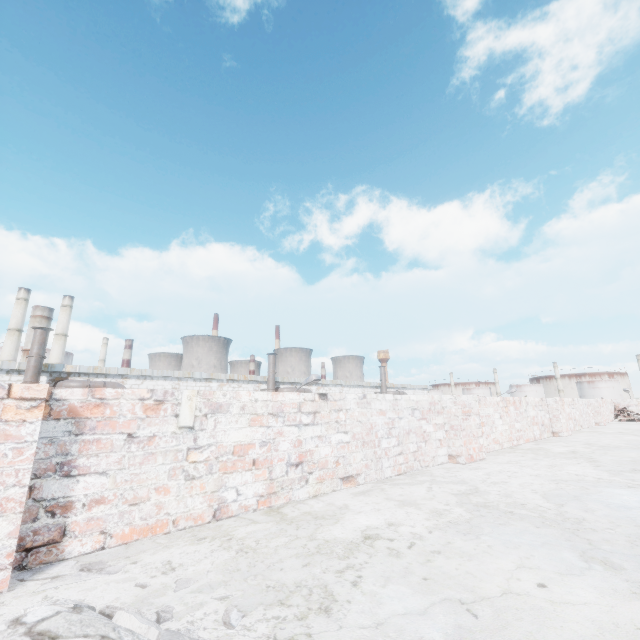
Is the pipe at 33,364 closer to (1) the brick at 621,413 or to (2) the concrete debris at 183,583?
(2) the concrete debris at 183,583

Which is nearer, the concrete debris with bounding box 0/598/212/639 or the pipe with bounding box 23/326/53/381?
the concrete debris with bounding box 0/598/212/639

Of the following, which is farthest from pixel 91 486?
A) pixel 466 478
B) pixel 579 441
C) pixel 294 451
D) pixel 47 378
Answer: pixel 47 378

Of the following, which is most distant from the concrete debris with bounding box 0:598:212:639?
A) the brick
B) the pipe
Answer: the pipe

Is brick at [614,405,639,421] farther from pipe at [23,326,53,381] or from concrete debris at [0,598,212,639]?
pipe at [23,326,53,381]

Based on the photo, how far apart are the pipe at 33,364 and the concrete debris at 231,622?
18.8 meters

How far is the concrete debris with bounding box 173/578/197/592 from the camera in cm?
124

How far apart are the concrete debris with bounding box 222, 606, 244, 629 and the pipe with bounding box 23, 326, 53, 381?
18.8 meters
